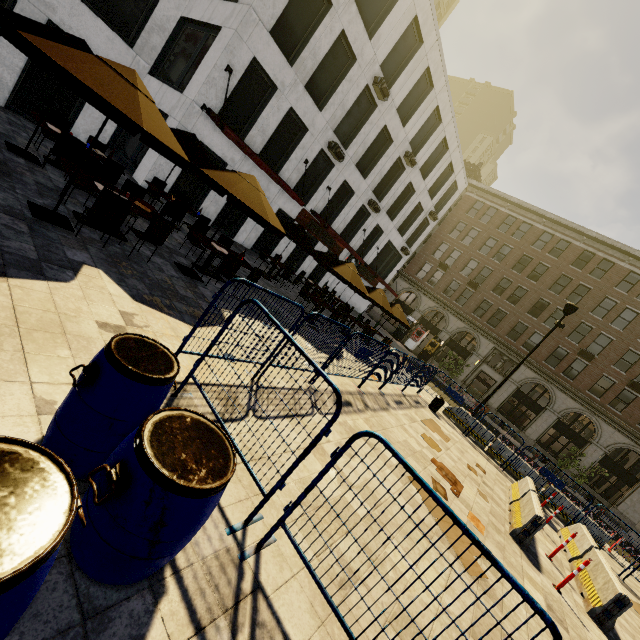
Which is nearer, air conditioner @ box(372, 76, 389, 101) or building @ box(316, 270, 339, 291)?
air conditioner @ box(372, 76, 389, 101)

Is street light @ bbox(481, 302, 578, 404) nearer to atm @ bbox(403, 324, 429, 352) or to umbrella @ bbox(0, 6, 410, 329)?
umbrella @ bbox(0, 6, 410, 329)

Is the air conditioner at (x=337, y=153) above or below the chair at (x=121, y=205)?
above

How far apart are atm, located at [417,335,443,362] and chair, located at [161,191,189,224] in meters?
30.3 m

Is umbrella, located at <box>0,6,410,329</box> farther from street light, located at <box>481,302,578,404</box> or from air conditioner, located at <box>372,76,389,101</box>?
street light, located at <box>481,302,578,404</box>

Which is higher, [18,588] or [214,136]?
[214,136]

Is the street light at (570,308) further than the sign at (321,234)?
No

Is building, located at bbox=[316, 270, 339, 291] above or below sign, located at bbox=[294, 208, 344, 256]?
below
